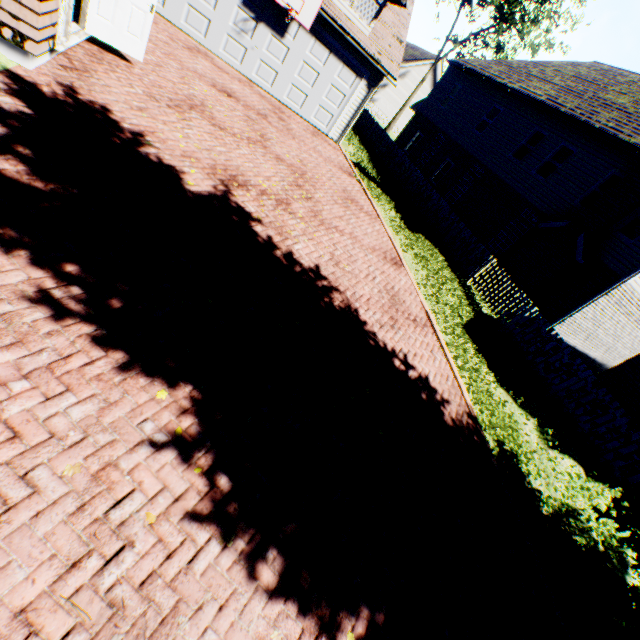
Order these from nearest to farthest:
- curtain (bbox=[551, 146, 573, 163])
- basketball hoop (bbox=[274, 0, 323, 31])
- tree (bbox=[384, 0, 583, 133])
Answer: basketball hoop (bbox=[274, 0, 323, 31])
curtain (bbox=[551, 146, 573, 163])
tree (bbox=[384, 0, 583, 133])

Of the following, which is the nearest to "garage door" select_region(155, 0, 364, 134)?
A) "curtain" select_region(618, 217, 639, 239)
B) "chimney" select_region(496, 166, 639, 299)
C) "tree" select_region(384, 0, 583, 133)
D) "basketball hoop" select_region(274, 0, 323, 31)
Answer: "basketball hoop" select_region(274, 0, 323, 31)

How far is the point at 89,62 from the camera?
6.6m

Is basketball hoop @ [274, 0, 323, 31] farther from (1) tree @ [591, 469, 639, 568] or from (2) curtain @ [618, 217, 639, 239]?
(1) tree @ [591, 469, 639, 568]

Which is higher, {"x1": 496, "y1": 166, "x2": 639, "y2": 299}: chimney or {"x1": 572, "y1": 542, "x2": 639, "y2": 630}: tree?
{"x1": 496, "y1": 166, "x2": 639, "y2": 299}: chimney

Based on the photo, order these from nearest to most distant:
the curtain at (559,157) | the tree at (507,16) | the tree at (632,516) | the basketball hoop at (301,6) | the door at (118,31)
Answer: the tree at (632,516) < the door at (118,31) < the basketball hoop at (301,6) < the curtain at (559,157) < the tree at (507,16)

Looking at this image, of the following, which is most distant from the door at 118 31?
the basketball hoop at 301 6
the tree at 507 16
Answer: the tree at 507 16

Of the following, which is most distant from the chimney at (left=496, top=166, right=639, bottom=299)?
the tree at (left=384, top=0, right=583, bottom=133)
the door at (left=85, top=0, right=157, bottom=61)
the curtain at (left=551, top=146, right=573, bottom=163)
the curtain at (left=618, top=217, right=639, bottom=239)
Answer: the door at (left=85, top=0, right=157, bottom=61)
